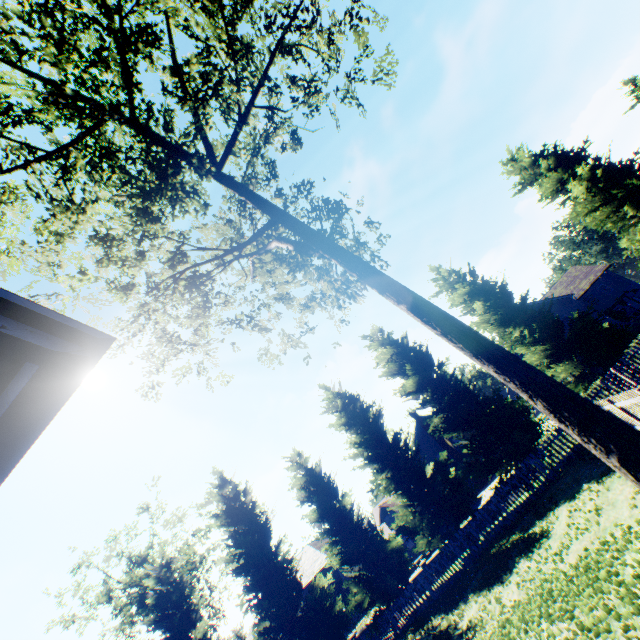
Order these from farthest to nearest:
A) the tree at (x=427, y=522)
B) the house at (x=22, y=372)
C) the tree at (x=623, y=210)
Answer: the tree at (x=623, y=210) → the tree at (x=427, y=522) → the house at (x=22, y=372)

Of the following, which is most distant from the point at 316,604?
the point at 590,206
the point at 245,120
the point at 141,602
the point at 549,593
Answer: the point at 590,206

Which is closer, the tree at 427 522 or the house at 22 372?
the house at 22 372

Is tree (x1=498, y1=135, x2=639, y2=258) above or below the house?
above

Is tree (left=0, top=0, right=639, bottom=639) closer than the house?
No

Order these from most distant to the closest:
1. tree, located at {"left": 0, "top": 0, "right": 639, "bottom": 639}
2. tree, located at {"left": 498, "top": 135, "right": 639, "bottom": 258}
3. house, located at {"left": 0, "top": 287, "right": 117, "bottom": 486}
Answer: tree, located at {"left": 498, "top": 135, "right": 639, "bottom": 258}
tree, located at {"left": 0, "top": 0, "right": 639, "bottom": 639}
house, located at {"left": 0, "top": 287, "right": 117, "bottom": 486}

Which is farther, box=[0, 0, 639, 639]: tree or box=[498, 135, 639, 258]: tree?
box=[498, 135, 639, 258]: tree
